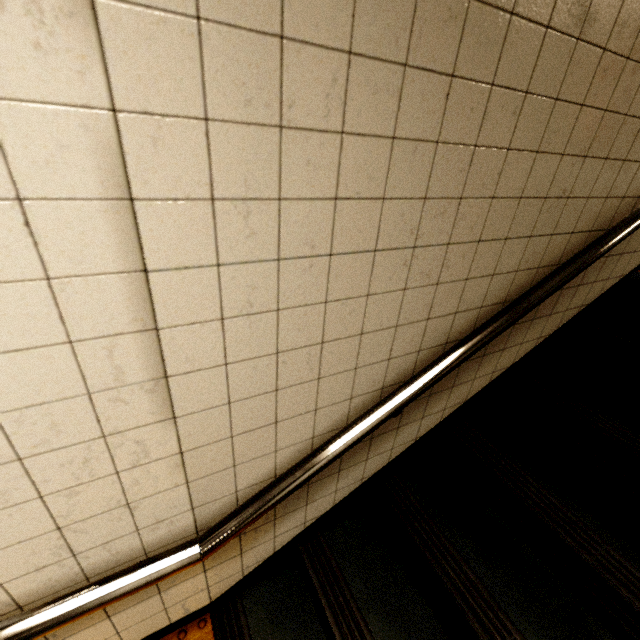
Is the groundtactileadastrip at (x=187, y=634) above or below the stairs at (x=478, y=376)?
below

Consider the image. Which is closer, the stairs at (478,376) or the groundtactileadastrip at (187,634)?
the stairs at (478,376)

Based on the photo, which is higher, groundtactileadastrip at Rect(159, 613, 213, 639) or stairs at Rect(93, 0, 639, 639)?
stairs at Rect(93, 0, 639, 639)

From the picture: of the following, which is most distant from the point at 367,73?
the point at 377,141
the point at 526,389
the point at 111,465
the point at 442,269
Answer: the point at 526,389

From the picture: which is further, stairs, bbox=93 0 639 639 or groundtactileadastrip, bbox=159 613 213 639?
groundtactileadastrip, bbox=159 613 213 639
